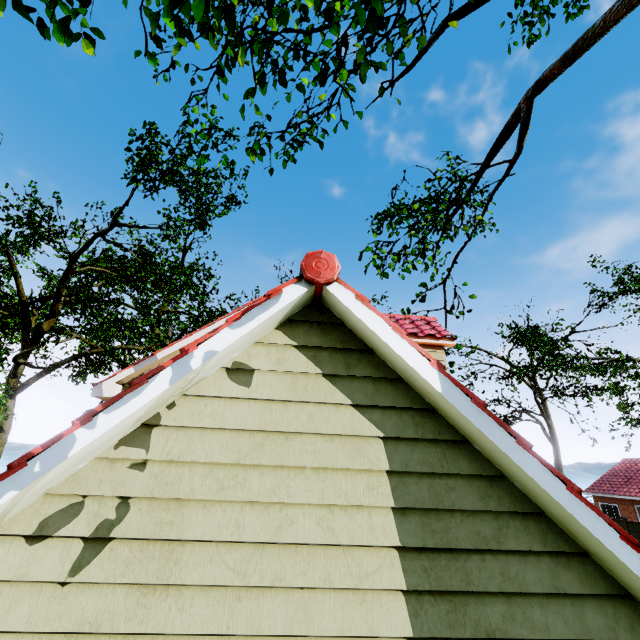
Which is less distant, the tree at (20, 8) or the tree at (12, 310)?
the tree at (20, 8)

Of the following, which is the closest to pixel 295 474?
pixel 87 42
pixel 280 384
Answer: pixel 280 384

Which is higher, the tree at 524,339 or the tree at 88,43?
the tree at 524,339

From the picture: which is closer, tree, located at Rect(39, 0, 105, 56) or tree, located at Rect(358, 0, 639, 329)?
tree, located at Rect(39, 0, 105, 56)

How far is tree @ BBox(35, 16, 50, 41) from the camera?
4.92m

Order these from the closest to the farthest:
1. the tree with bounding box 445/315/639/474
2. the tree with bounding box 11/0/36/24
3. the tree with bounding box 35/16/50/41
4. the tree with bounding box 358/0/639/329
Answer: the tree with bounding box 11/0/36/24
the tree with bounding box 35/16/50/41
the tree with bounding box 358/0/639/329
the tree with bounding box 445/315/639/474
